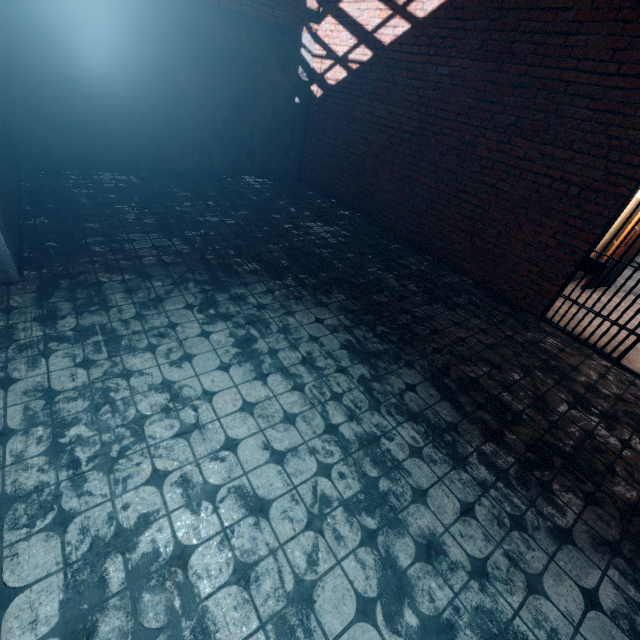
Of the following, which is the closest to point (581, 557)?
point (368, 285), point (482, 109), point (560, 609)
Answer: point (560, 609)
